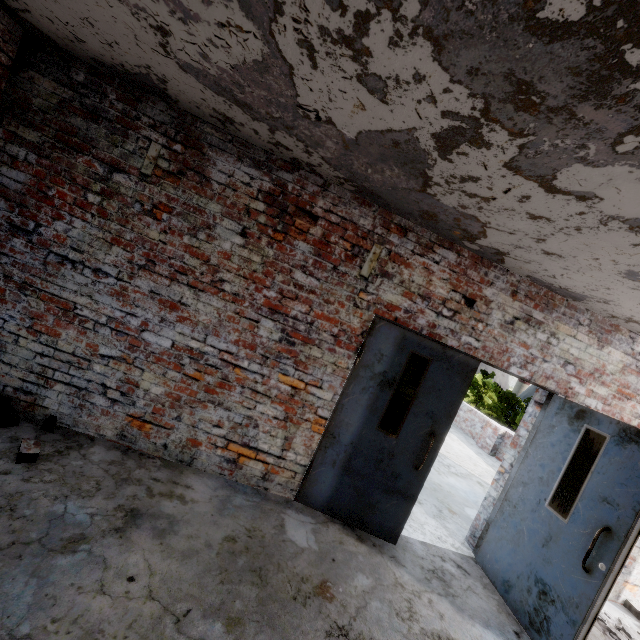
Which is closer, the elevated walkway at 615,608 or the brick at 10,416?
the brick at 10,416

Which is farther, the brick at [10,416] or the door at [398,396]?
the door at [398,396]

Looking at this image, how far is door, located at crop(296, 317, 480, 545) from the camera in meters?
3.3

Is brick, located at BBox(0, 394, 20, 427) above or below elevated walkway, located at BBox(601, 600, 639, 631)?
above

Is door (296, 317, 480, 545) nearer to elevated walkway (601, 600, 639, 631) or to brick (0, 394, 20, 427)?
elevated walkway (601, 600, 639, 631)

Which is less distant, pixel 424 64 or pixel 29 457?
pixel 424 64

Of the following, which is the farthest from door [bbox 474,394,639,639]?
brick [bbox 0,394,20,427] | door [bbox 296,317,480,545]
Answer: brick [bbox 0,394,20,427]

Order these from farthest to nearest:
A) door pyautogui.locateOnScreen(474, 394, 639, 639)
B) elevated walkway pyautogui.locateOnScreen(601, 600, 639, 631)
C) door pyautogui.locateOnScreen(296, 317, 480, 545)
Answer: elevated walkway pyautogui.locateOnScreen(601, 600, 639, 631)
door pyautogui.locateOnScreen(296, 317, 480, 545)
door pyautogui.locateOnScreen(474, 394, 639, 639)
